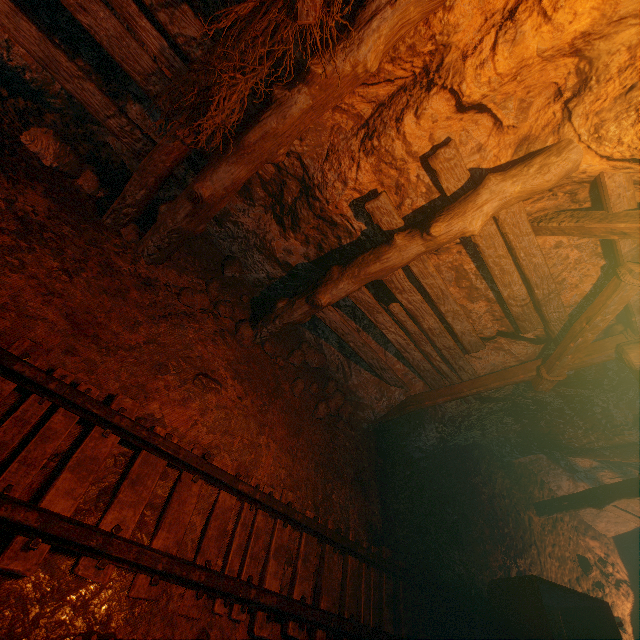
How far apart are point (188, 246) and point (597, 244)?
4.7m

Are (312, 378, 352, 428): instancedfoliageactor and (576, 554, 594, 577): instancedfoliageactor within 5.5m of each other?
no

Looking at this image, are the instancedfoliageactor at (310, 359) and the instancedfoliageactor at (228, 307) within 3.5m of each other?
yes

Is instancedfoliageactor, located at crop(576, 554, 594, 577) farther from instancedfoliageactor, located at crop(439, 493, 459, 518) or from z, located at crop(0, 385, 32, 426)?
instancedfoliageactor, located at crop(439, 493, 459, 518)

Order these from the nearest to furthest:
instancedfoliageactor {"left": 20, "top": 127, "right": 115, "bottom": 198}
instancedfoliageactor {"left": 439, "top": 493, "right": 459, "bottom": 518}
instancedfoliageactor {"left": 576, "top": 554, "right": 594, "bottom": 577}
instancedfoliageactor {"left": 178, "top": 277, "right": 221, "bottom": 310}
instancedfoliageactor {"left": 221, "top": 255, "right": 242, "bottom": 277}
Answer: instancedfoliageactor {"left": 20, "top": 127, "right": 115, "bottom": 198}
instancedfoliageactor {"left": 178, "top": 277, "right": 221, "bottom": 310}
instancedfoliageactor {"left": 221, "top": 255, "right": 242, "bottom": 277}
instancedfoliageactor {"left": 439, "top": 493, "right": 459, "bottom": 518}
instancedfoliageactor {"left": 576, "top": 554, "right": 594, "bottom": 577}

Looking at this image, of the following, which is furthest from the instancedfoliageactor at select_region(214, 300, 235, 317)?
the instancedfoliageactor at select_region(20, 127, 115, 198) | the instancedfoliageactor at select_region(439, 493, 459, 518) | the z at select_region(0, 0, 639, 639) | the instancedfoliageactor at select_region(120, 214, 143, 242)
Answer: the instancedfoliageactor at select_region(439, 493, 459, 518)

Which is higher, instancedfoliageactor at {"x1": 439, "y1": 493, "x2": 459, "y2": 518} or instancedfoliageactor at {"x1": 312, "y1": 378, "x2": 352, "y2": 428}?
instancedfoliageactor at {"x1": 312, "y1": 378, "x2": 352, "y2": 428}

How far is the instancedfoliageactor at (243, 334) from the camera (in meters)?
4.11
